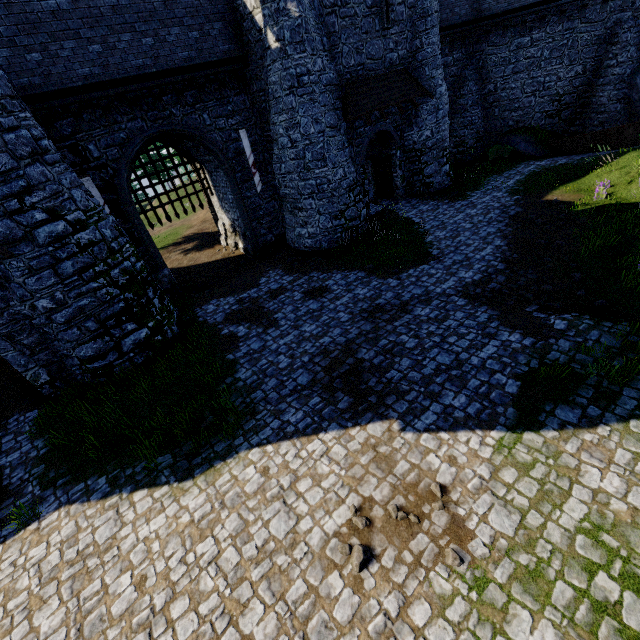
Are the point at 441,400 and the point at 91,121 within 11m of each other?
no

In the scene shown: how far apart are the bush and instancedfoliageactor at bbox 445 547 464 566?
24.87m

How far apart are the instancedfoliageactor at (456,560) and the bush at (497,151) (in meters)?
24.87

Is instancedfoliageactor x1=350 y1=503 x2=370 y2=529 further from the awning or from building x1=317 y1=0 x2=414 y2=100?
the awning

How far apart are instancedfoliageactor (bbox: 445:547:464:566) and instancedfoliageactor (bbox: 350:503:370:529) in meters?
1.3

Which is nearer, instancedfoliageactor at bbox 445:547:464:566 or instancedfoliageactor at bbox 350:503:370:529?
instancedfoliageactor at bbox 445:547:464:566

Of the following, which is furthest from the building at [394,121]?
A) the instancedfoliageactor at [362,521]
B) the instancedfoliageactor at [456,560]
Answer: the instancedfoliageactor at [456,560]

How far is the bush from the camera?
22.4 meters
